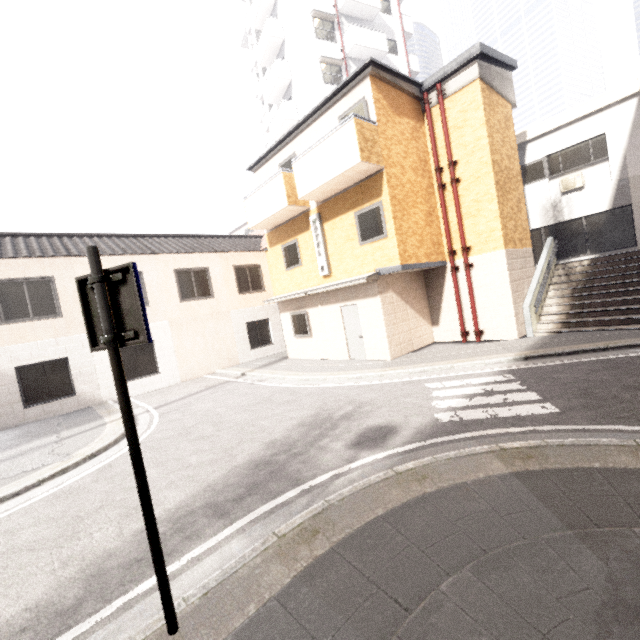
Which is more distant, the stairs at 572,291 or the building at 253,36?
the building at 253,36

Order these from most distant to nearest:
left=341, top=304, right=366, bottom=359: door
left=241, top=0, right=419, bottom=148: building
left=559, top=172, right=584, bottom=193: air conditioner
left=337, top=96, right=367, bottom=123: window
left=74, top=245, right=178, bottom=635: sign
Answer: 1. left=241, top=0, right=419, bottom=148: building
2. left=559, top=172, right=584, bottom=193: air conditioner
3. left=341, top=304, right=366, bottom=359: door
4. left=337, top=96, right=367, bottom=123: window
5. left=74, top=245, right=178, bottom=635: sign

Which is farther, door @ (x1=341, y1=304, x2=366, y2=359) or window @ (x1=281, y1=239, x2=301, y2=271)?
window @ (x1=281, y1=239, x2=301, y2=271)

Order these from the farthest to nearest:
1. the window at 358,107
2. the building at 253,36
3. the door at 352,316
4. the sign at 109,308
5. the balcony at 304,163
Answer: the building at 253,36
the door at 352,316
the window at 358,107
the balcony at 304,163
the sign at 109,308

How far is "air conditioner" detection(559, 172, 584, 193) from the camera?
13.32m

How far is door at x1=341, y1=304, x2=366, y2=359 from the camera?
11.8m

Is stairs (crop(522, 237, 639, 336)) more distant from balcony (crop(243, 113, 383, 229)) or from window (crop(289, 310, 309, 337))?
window (crop(289, 310, 309, 337))

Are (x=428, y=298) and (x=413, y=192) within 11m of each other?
yes
